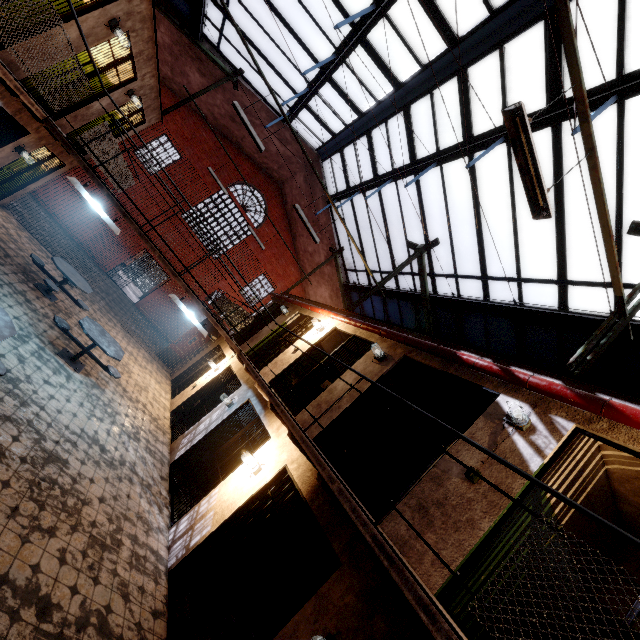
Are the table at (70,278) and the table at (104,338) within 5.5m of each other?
yes

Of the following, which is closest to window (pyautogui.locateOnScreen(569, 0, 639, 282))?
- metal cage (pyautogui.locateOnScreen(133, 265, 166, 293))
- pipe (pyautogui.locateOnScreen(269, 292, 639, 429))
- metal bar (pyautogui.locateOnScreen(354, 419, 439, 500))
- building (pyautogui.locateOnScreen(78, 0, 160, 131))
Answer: pipe (pyautogui.locateOnScreen(269, 292, 639, 429))

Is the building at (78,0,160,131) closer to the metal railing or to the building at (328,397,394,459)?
the metal railing

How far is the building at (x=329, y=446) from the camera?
6.08m

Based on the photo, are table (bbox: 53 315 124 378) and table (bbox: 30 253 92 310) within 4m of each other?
yes

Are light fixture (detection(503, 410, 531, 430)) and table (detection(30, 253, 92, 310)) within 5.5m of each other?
no

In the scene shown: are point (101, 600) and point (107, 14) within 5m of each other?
no

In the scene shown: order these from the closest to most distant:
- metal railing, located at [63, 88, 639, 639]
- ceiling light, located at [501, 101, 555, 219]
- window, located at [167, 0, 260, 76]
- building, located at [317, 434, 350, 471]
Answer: metal railing, located at [63, 88, 639, 639] → ceiling light, located at [501, 101, 555, 219] → building, located at [317, 434, 350, 471] → window, located at [167, 0, 260, 76]
